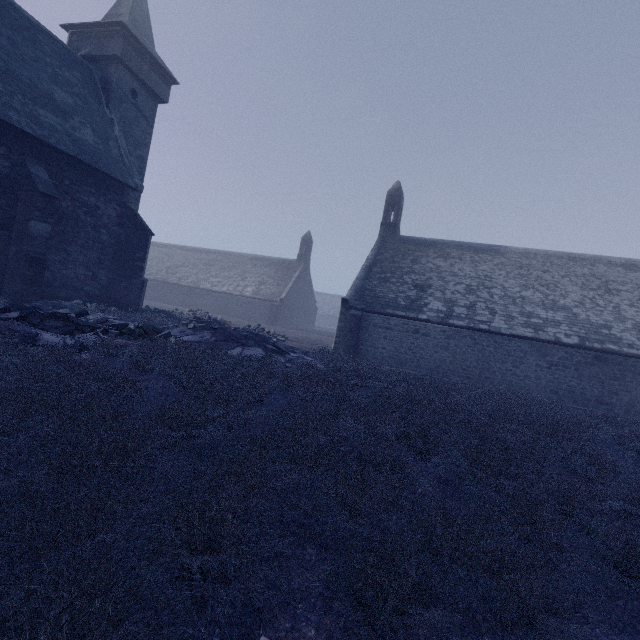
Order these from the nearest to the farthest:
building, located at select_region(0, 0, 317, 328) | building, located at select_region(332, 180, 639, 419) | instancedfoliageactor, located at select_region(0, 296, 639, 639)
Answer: instancedfoliageactor, located at select_region(0, 296, 639, 639) → building, located at select_region(0, 0, 317, 328) → building, located at select_region(332, 180, 639, 419)

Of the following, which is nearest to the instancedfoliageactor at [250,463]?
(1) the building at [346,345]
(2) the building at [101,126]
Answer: (2) the building at [101,126]

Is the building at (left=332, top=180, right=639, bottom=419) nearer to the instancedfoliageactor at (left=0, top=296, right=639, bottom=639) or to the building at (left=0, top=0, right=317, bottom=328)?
the instancedfoliageactor at (left=0, top=296, right=639, bottom=639)

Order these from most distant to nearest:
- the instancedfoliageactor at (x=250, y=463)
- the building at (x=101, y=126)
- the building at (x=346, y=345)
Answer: the building at (x=346, y=345) → the building at (x=101, y=126) → the instancedfoliageactor at (x=250, y=463)

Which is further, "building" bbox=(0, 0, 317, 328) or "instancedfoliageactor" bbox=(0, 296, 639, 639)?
"building" bbox=(0, 0, 317, 328)

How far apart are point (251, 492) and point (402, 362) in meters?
15.9 m
